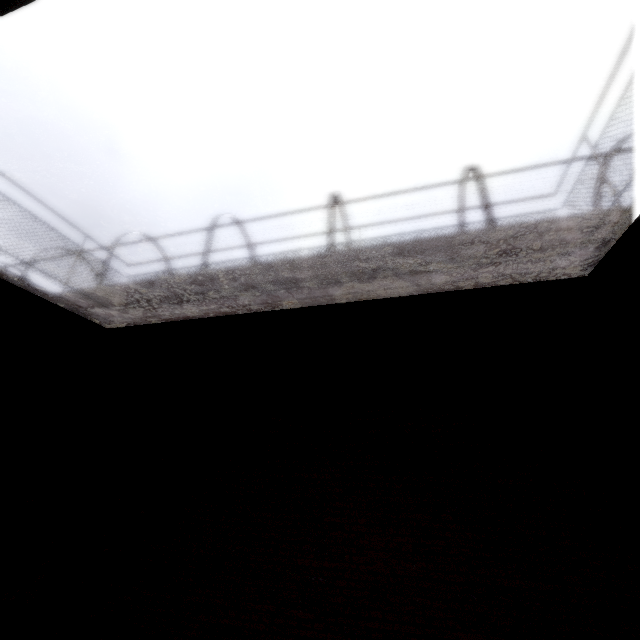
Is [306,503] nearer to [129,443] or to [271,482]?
[271,482]

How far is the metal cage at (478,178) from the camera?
8.19m

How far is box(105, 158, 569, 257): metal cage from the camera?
8.2m
